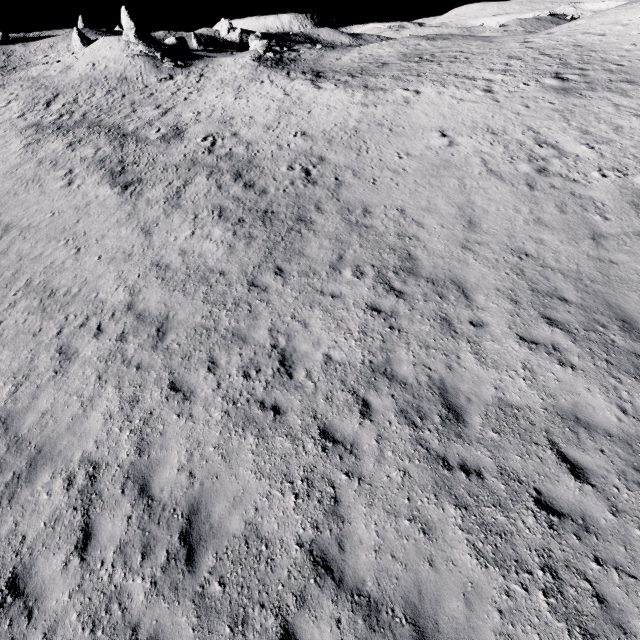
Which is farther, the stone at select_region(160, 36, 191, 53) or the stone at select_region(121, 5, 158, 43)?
the stone at select_region(160, 36, 191, 53)

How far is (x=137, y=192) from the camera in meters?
15.9

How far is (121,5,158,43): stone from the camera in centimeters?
3666cm

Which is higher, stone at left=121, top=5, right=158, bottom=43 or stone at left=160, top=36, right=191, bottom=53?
stone at left=121, top=5, right=158, bottom=43

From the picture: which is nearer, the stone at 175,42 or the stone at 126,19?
the stone at 126,19

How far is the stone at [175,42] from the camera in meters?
44.0 m

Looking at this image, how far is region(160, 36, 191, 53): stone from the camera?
44.0m
